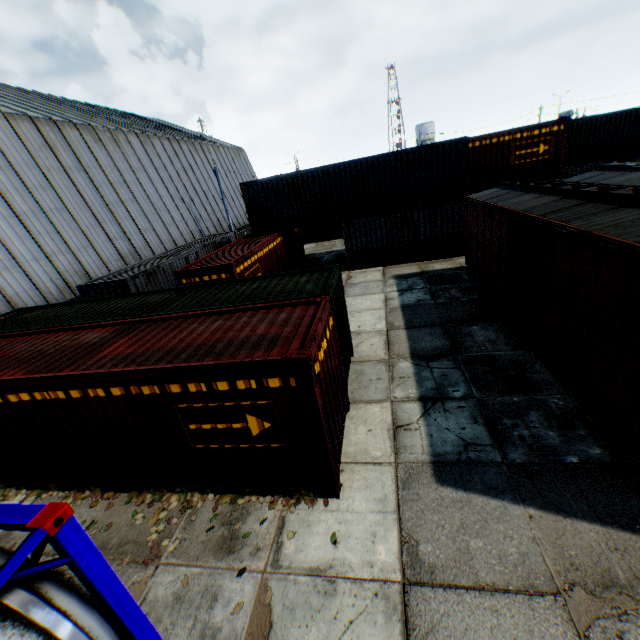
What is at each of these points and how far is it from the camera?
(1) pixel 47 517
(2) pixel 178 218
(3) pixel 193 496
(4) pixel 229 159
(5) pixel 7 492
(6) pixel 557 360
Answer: (1) tank container, 2.88m
(2) building, 27.30m
(3) leaf decal, 6.45m
(4) building, 40.66m
(5) leaf decal, 7.51m
(6) train, 7.83m

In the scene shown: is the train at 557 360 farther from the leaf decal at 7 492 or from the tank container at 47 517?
the leaf decal at 7 492

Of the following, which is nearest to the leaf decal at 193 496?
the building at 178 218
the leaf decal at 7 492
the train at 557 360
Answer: the leaf decal at 7 492

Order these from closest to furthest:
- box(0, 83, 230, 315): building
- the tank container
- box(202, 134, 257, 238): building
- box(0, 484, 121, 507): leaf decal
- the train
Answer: the tank container → the train → box(0, 484, 121, 507): leaf decal → box(0, 83, 230, 315): building → box(202, 134, 257, 238): building

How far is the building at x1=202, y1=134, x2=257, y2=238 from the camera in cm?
3697

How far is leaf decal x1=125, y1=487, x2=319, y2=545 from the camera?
5.9 meters

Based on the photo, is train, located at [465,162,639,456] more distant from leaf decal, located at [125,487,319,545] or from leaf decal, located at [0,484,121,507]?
leaf decal, located at [0,484,121,507]

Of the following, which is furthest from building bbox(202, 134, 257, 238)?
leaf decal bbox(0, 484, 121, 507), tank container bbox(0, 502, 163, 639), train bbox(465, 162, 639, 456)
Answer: train bbox(465, 162, 639, 456)
